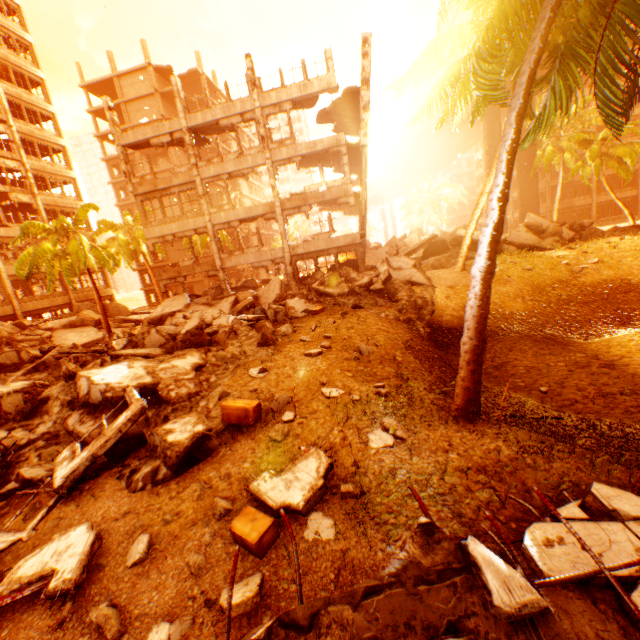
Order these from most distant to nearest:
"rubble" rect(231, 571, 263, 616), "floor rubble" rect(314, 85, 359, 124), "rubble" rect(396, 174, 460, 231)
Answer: "rubble" rect(396, 174, 460, 231) → "floor rubble" rect(314, 85, 359, 124) → "rubble" rect(231, 571, 263, 616)

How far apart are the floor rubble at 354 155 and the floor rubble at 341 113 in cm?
248

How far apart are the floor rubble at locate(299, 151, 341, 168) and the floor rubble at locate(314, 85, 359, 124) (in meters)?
2.48

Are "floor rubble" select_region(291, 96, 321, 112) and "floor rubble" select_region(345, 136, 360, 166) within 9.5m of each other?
yes

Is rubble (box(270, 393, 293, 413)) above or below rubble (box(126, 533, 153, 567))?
above

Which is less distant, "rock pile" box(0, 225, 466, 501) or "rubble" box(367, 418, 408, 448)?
"rubble" box(367, 418, 408, 448)

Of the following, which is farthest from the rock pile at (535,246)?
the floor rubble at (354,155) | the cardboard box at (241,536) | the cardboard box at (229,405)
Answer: the floor rubble at (354,155)

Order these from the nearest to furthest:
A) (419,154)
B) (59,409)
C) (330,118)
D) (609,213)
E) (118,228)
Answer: (59,409)
(330,118)
(118,228)
(609,213)
(419,154)
